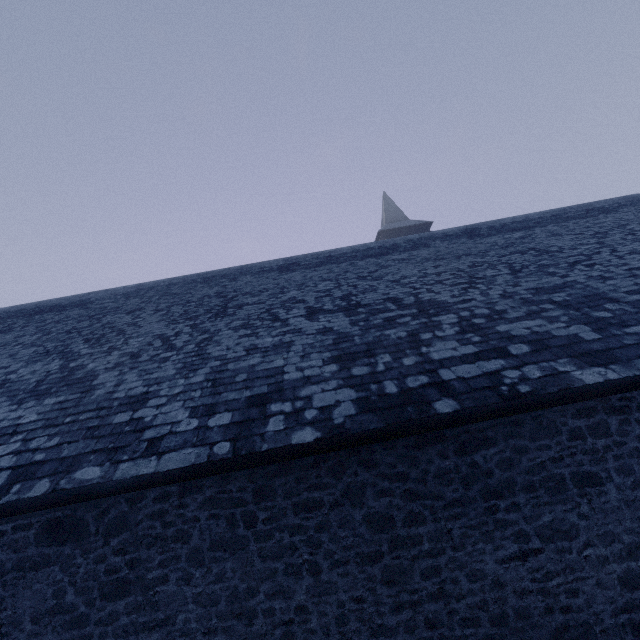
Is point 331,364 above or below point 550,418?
above
